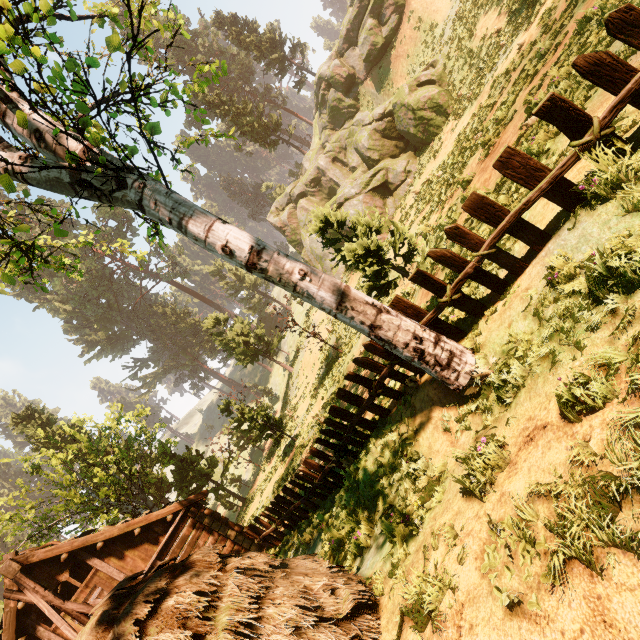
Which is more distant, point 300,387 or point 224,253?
point 300,387

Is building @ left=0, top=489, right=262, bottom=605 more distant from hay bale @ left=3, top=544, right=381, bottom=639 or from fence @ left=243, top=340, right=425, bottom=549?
fence @ left=243, top=340, right=425, bottom=549

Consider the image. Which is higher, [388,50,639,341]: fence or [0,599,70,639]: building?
[0,599,70,639]: building

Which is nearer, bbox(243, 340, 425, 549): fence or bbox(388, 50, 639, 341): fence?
bbox(388, 50, 639, 341): fence

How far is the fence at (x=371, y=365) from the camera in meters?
6.4 m

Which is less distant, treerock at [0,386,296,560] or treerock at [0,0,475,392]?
treerock at [0,0,475,392]

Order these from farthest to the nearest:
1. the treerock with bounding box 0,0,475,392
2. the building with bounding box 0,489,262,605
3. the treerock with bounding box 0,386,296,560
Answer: the treerock with bounding box 0,386,296,560
the building with bounding box 0,489,262,605
the treerock with bounding box 0,0,475,392

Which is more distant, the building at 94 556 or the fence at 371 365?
the building at 94 556
